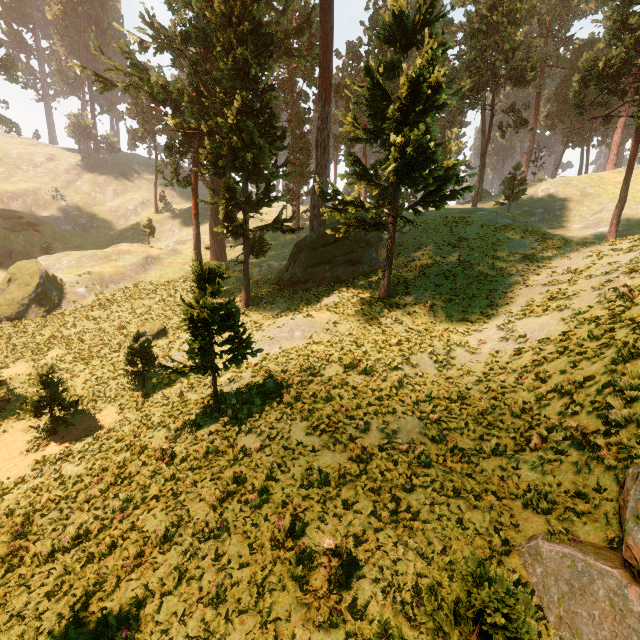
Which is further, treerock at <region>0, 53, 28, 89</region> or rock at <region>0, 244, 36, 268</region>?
treerock at <region>0, 53, 28, 89</region>

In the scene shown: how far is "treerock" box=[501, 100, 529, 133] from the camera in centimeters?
3597cm

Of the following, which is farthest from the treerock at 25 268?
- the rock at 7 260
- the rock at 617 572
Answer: the rock at 7 260

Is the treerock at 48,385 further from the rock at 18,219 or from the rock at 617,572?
the rock at 18,219

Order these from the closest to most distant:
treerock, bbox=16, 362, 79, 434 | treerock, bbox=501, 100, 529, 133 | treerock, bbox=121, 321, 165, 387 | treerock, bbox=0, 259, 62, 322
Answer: treerock, bbox=16, 362, 79, 434, treerock, bbox=121, 321, 165, 387, treerock, bbox=0, 259, 62, 322, treerock, bbox=501, 100, 529, 133

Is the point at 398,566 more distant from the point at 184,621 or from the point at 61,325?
the point at 61,325

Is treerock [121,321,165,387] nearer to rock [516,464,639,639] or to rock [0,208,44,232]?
rock [516,464,639,639]
